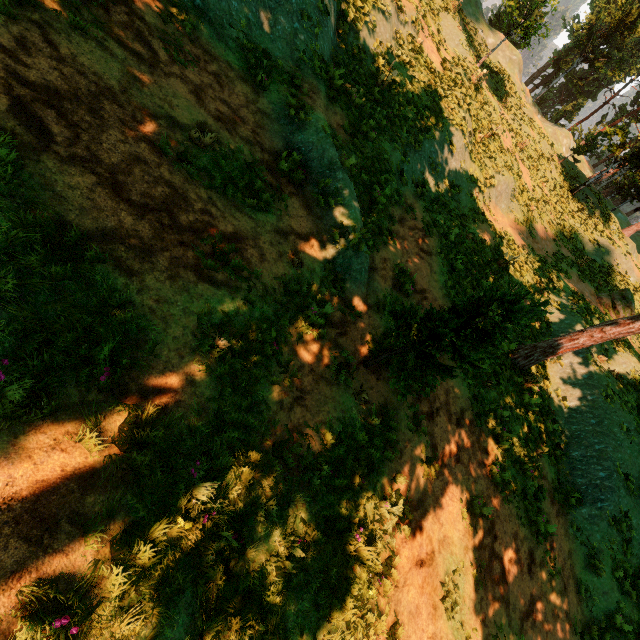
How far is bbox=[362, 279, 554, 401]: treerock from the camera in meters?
5.0

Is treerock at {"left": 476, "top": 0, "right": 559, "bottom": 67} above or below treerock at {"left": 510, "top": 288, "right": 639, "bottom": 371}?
above

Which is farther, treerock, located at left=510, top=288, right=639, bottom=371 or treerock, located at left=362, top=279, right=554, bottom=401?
treerock, located at left=510, top=288, right=639, bottom=371

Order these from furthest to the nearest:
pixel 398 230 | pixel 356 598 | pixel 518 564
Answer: pixel 398 230, pixel 518 564, pixel 356 598

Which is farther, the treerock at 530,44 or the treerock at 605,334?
the treerock at 530,44

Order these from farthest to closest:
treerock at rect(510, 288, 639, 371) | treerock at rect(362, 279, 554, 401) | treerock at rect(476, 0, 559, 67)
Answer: treerock at rect(476, 0, 559, 67)
treerock at rect(510, 288, 639, 371)
treerock at rect(362, 279, 554, 401)

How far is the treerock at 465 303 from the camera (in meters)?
5.02
